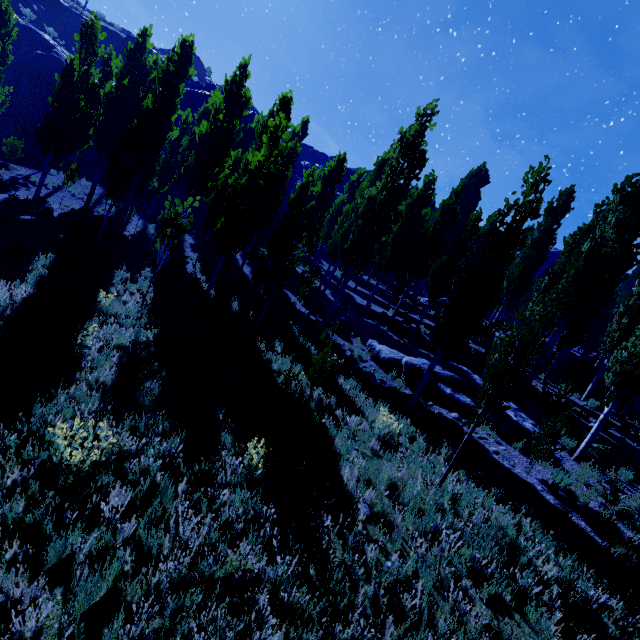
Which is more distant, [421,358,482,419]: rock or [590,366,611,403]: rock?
[590,366,611,403]: rock

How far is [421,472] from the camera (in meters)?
7.24

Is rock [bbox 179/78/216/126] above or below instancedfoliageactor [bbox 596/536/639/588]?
above

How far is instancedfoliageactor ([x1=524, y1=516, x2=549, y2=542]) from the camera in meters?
6.3

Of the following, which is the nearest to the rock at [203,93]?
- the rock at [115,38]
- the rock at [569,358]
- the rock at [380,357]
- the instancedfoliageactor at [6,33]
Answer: the instancedfoliageactor at [6,33]

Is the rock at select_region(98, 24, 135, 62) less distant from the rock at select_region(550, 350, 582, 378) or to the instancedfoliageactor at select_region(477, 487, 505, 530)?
the instancedfoliageactor at select_region(477, 487, 505, 530)

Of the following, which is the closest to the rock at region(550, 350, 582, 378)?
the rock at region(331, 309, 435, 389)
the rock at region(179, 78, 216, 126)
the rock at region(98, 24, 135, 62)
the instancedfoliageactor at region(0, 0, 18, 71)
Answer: the instancedfoliageactor at region(0, 0, 18, 71)

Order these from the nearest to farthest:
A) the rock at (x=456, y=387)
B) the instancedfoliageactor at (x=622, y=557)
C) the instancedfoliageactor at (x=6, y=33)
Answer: the instancedfoliageactor at (x=622, y=557)
the rock at (x=456, y=387)
the instancedfoliageactor at (x=6, y=33)
